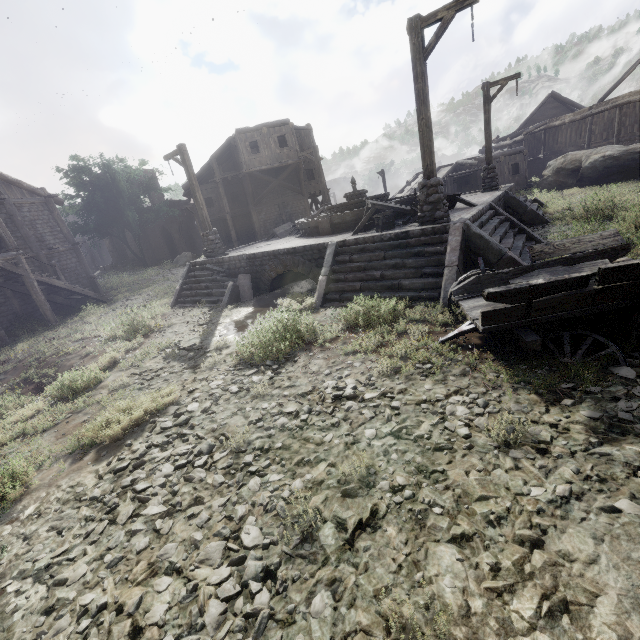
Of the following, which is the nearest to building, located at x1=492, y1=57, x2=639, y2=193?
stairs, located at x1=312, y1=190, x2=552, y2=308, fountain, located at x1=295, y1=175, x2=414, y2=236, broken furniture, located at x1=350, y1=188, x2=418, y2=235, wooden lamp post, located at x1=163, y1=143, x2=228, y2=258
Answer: wooden lamp post, located at x1=163, y1=143, x2=228, y2=258

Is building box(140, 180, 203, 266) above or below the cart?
above

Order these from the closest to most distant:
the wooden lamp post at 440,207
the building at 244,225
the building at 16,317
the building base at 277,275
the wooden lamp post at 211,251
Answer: the wooden lamp post at 440,207, the building base at 277,275, the wooden lamp post at 211,251, the building at 16,317, the building at 244,225

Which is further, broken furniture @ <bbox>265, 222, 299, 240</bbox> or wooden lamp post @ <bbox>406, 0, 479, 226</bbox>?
broken furniture @ <bbox>265, 222, 299, 240</bbox>

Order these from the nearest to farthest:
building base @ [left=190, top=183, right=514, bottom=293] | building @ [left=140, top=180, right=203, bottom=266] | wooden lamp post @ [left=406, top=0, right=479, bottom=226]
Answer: wooden lamp post @ [left=406, top=0, right=479, bottom=226] < building base @ [left=190, top=183, right=514, bottom=293] < building @ [left=140, top=180, right=203, bottom=266]

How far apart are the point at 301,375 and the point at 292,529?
2.9m

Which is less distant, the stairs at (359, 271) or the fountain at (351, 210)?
the stairs at (359, 271)

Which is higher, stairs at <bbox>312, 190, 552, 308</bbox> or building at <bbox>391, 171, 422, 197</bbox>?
building at <bbox>391, 171, 422, 197</bbox>
